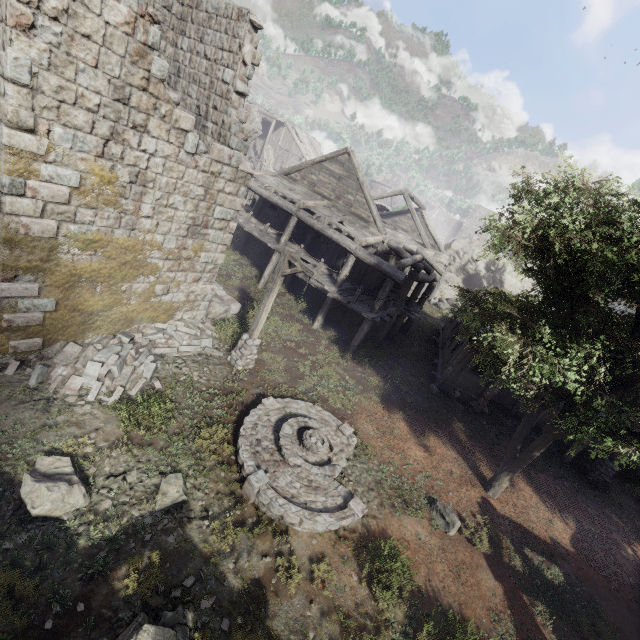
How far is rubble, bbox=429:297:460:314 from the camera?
30.81m

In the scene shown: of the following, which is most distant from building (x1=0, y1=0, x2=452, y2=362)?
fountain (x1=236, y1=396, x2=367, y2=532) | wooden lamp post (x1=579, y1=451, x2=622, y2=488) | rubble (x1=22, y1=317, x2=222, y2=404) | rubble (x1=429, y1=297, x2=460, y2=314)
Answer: fountain (x1=236, y1=396, x2=367, y2=532)

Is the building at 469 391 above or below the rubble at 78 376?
above

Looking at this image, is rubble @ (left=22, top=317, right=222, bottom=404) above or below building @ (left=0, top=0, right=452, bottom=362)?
below

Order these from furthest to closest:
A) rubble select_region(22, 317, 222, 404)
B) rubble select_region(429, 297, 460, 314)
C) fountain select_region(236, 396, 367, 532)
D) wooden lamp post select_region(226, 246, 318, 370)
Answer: rubble select_region(429, 297, 460, 314) → wooden lamp post select_region(226, 246, 318, 370) → rubble select_region(22, 317, 222, 404) → fountain select_region(236, 396, 367, 532)

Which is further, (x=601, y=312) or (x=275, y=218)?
(x=275, y=218)

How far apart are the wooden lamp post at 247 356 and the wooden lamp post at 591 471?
15.44m

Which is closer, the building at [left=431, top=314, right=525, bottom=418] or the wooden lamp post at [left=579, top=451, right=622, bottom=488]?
the wooden lamp post at [left=579, top=451, right=622, bottom=488]
